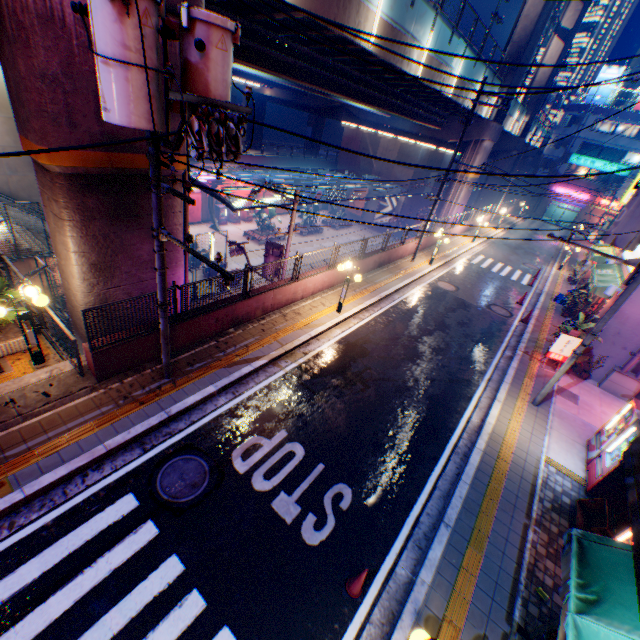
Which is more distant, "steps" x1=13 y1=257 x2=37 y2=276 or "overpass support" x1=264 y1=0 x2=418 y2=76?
"steps" x1=13 y1=257 x2=37 y2=276

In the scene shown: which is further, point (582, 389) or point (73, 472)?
point (582, 389)

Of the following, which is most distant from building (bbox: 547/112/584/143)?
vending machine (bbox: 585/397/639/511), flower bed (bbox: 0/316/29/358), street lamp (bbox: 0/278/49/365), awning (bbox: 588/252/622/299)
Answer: flower bed (bbox: 0/316/29/358)

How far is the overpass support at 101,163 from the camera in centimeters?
712cm

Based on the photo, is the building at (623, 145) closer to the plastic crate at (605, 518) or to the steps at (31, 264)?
the plastic crate at (605, 518)

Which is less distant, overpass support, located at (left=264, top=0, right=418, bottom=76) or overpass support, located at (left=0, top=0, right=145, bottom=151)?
overpass support, located at (left=0, top=0, right=145, bottom=151)

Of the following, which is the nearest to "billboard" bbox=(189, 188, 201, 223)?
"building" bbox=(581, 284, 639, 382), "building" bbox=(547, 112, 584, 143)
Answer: "building" bbox=(581, 284, 639, 382)

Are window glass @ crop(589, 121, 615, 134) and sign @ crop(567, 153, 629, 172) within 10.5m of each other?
yes
